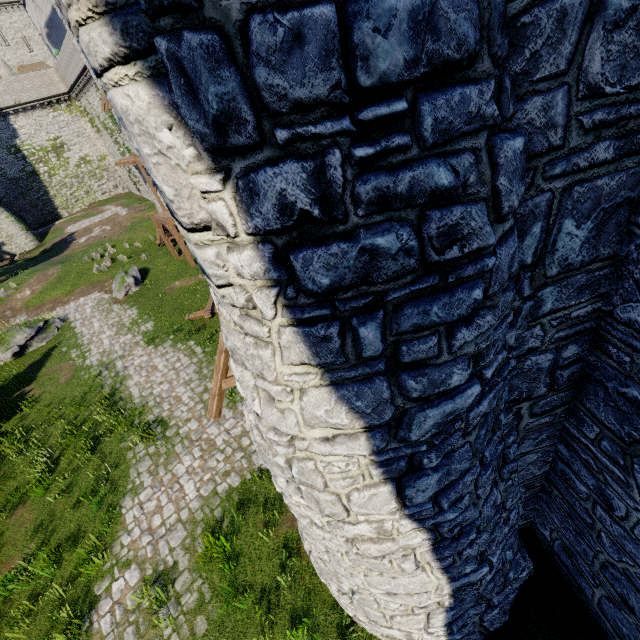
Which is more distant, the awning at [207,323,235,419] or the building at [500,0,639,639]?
the awning at [207,323,235,419]

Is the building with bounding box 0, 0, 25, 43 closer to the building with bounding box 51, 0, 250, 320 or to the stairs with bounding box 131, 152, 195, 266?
the stairs with bounding box 131, 152, 195, 266

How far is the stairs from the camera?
19.0 meters

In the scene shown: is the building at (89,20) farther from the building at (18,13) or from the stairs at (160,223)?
the building at (18,13)

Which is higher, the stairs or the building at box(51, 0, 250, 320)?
the building at box(51, 0, 250, 320)

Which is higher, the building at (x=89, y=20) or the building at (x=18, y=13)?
the building at (x=18, y=13)

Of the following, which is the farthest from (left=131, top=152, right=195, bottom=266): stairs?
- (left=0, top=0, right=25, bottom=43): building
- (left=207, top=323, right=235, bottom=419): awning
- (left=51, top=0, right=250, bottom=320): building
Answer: (left=0, top=0, right=25, bottom=43): building

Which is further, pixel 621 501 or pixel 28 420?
pixel 28 420
